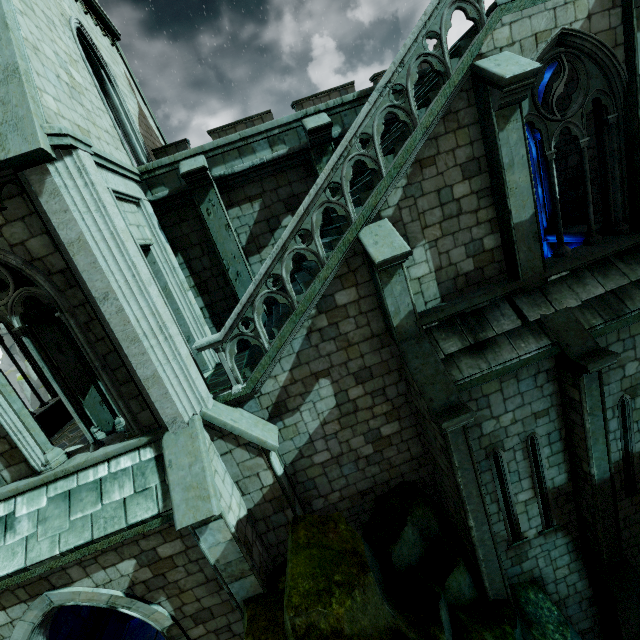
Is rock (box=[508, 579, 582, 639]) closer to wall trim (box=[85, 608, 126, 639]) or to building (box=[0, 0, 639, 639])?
building (box=[0, 0, 639, 639])

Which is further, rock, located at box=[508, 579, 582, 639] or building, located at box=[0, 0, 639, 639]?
rock, located at box=[508, 579, 582, 639]

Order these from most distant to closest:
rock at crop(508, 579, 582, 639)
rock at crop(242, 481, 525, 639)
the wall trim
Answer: the wall trim → rock at crop(508, 579, 582, 639) → rock at crop(242, 481, 525, 639)

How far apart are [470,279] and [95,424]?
11.0 meters

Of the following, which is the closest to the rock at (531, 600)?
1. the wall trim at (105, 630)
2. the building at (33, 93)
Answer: the building at (33, 93)

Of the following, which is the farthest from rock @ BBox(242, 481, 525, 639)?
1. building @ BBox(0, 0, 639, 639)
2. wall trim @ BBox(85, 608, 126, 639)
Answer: wall trim @ BBox(85, 608, 126, 639)

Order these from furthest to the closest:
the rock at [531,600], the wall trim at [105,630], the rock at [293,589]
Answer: the wall trim at [105,630]
the rock at [531,600]
the rock at [293,589]
